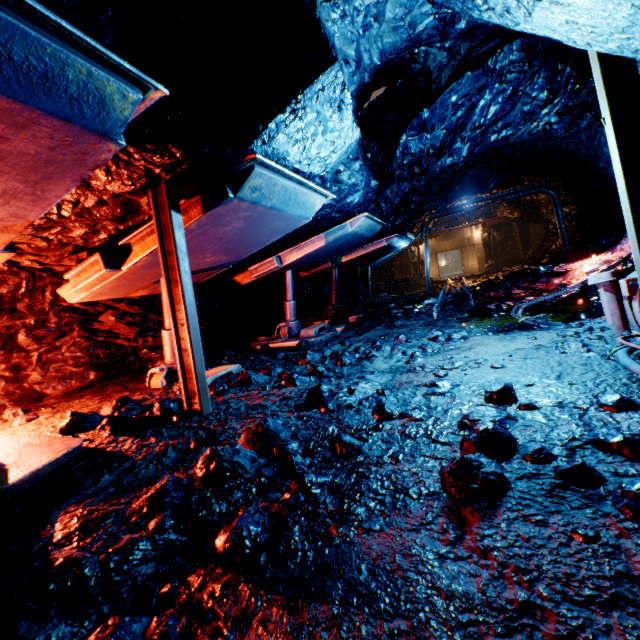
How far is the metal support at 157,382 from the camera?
4.11m

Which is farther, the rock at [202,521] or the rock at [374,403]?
the rock at [374,403]

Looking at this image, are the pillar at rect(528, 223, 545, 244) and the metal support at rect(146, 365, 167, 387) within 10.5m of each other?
no

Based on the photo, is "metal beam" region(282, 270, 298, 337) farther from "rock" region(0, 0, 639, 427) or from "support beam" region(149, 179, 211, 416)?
"support beam" region(149, 179, 211, 416)

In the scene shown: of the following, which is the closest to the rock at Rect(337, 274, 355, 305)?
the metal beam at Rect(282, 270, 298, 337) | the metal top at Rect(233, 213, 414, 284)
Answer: the metal top at Rect(233, 213, 414, 284)

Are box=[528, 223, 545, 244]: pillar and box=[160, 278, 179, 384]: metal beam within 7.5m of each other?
no

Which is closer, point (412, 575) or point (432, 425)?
point (412, 575)

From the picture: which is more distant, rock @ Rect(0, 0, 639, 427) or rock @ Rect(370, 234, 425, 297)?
rock @ Rect(370, 234, 425, 297)
